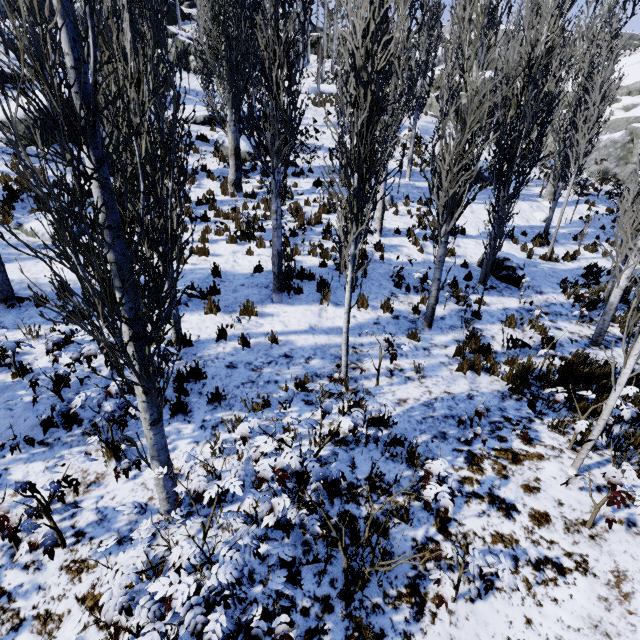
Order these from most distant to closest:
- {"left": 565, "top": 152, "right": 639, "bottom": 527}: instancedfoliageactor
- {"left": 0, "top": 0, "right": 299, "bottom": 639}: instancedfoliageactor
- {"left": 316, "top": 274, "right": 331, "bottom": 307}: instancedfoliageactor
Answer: {"left": 316, "top": 274, "right": 331, "bottom": 307}: instancedfoliageactor < {"left": 565, "top": 152, "right": 639, "bottom": 527}: instancedfoliageactor < {"left": 0, "top": 0, "right": 299, "bottom": 639}: instancedfoliageactor

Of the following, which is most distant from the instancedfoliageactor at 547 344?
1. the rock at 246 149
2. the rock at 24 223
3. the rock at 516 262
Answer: the rock at 24 223

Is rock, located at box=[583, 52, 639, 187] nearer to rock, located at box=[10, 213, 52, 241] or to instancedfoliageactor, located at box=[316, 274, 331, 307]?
instancedfoliageactor, located at box=[316, 274, 331, 307]

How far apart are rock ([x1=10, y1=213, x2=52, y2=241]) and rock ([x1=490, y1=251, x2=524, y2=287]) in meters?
13.1 m

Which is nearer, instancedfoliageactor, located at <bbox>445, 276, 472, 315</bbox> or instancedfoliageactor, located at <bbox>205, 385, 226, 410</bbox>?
instancedfoliageactor, located at <bbox>205, 385, 226, 410</bbox>

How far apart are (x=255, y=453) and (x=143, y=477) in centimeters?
231cm

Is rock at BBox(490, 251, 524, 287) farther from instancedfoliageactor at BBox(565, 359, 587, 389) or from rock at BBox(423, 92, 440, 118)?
rock at BBox(423, 92, 440, 118)

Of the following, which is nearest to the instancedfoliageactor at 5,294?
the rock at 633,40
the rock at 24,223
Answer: the rock at 24,223
